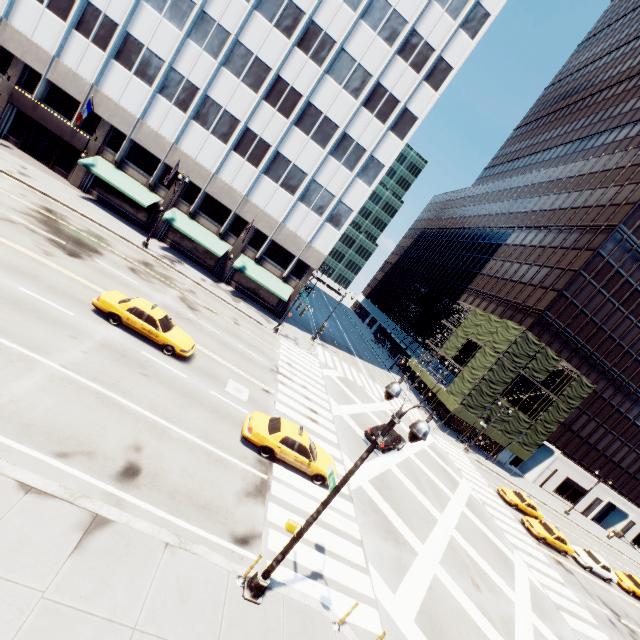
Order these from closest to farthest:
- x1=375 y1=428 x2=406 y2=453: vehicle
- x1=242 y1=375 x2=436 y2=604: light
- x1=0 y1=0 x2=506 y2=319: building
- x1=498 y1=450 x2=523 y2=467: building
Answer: x1=242 y1=375 x2=436 y2=604: light < x1=375 y1=428 x2=406 y2=453: vehicle < x1=0 y1=0 x2=506 y2=319: building < x1=498 y1=450 x2=523 y2=467: building

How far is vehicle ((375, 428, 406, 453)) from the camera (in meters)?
22.43

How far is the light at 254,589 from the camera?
7.1 meters

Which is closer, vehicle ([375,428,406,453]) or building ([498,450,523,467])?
vehicle ([375,428,406,453])

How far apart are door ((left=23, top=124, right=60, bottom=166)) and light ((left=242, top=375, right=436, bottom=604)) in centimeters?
3918cm

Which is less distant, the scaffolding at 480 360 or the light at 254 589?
the light at 254 589

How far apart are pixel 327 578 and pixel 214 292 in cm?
2463

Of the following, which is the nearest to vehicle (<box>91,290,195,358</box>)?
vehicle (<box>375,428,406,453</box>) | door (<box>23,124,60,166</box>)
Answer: vehicle (<box>375,428,406,453</box>)
